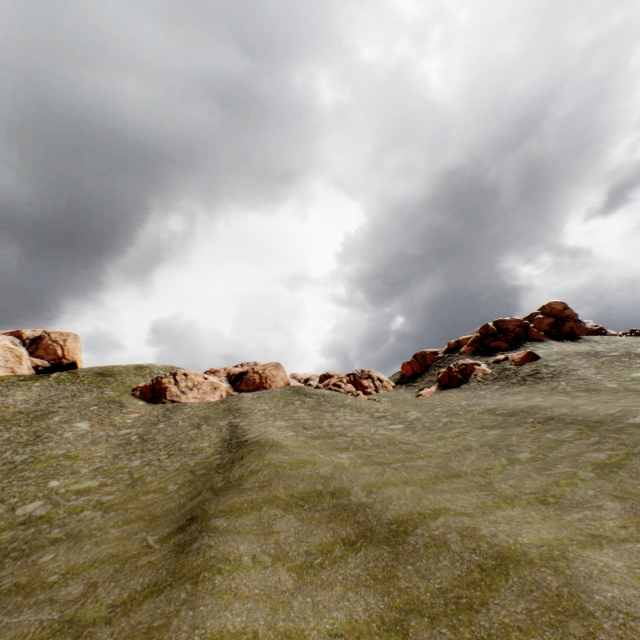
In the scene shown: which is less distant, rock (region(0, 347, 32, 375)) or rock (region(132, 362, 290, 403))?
rock (region(132, 362, 290, 403))

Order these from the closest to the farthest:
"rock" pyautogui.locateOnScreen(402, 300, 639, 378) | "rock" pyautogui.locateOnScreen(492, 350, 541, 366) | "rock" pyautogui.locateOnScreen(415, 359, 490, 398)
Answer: "rock" pyautogui.locateOnScreen(492, 350, 541, 366) < "rock" pyautogui.locateOnScreen(415, 359, 490, 398) < "rock" pyautogui.locateOnScreen(402, 300, 639, 378)

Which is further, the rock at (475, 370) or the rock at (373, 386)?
the rock at (373, 386)

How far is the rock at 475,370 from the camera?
40.3 meters

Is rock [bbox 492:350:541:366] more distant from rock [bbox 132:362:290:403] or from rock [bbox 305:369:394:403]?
rock [bbox 132:362:290:403]

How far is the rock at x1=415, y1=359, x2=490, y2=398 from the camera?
40.3m

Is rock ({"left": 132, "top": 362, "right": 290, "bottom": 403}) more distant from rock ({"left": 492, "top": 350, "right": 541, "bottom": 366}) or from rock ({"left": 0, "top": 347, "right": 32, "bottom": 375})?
rock ({"left": 0, "top": 347, "right": 32, "bottom": 375})

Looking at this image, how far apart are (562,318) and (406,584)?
56.5m
